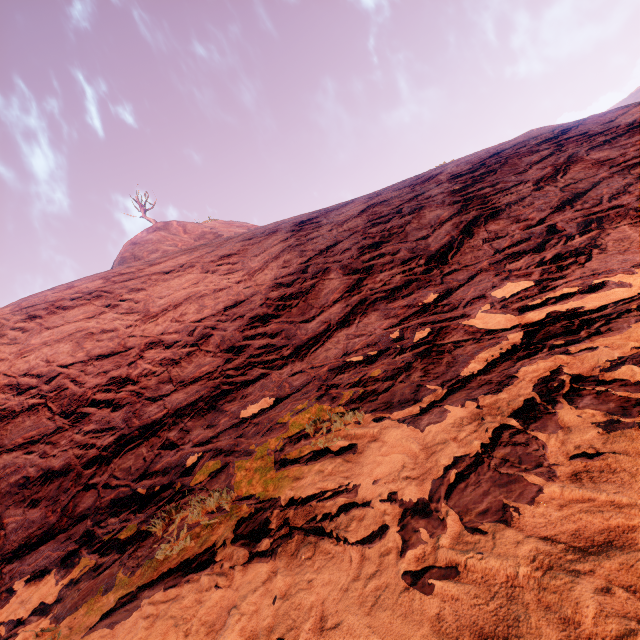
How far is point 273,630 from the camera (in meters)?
1.51
